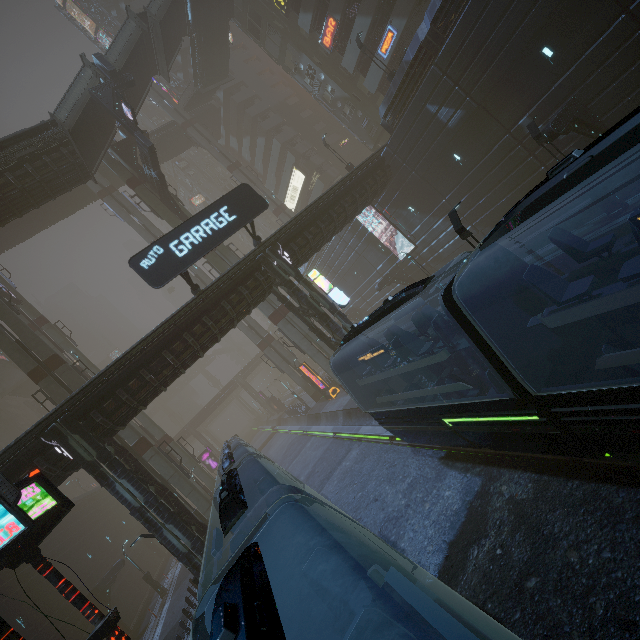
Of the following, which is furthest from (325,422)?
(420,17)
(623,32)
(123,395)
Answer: (420,17)

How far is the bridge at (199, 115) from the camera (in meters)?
48.28

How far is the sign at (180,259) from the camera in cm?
1529

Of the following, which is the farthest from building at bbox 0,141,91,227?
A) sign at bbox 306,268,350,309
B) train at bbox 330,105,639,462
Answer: train at bbox 330,105,639,462

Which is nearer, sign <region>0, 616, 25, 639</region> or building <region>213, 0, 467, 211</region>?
sign <region>0, 616, 25, 639</region>

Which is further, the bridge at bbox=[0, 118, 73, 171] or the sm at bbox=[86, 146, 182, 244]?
the sm at bbox=[86, 146, 182, 244]

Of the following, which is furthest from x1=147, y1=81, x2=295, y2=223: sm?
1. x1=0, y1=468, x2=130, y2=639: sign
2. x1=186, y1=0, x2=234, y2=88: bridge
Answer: x1=0, y1=468, x2=130, y2=639: sign

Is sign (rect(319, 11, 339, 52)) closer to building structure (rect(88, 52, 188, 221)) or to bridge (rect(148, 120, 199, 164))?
building structure (rect(88, 52, 188, 221))
